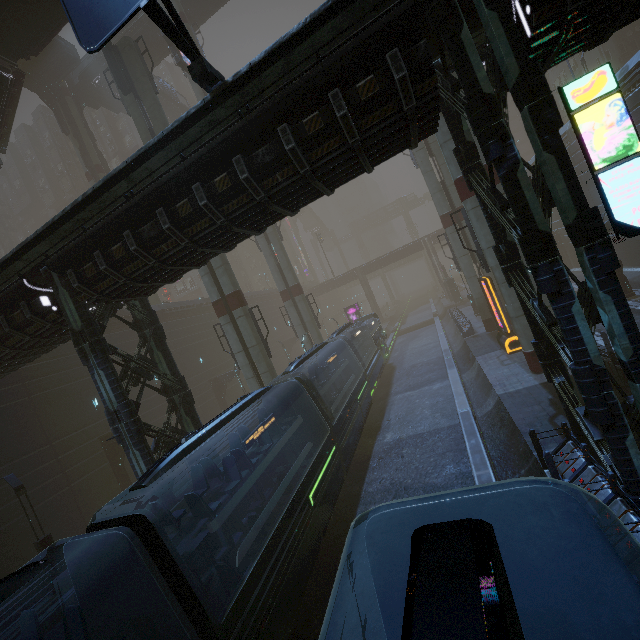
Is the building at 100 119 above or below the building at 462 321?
above

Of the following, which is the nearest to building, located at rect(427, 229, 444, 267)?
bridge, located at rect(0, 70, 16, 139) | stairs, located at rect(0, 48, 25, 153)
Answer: stairs, located at rect(0, 48, 25, 153)

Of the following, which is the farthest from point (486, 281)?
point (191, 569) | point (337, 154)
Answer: point (191, 569)

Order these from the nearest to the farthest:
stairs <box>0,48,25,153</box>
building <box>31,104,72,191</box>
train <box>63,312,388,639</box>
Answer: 1. train <box>63,312,388,639</box>
2. stairs <box>0,48,25,153</box>
3. building <box>31,104,72,191</box>

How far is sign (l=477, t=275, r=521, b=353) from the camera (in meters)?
19.23

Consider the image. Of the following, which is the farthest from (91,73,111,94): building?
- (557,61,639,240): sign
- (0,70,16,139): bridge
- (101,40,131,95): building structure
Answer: (557,61,639,240): sign

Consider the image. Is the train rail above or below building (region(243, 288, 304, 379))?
below

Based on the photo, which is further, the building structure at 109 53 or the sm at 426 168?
the building structure at 109 53
